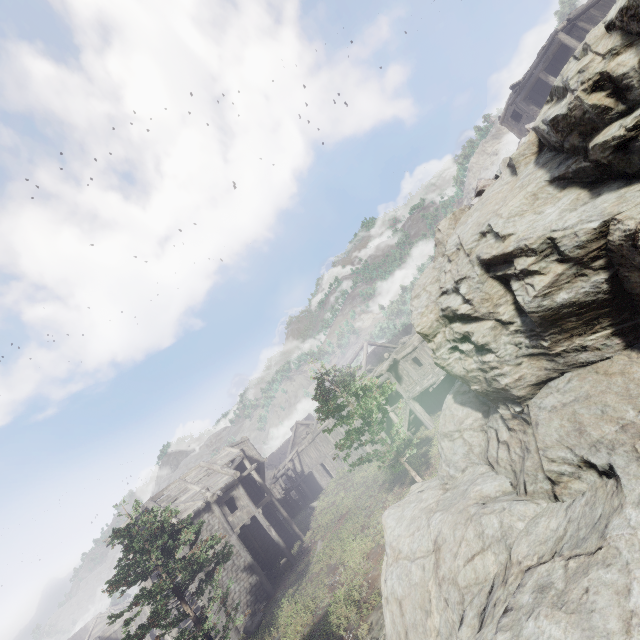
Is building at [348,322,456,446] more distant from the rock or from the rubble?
the rubble

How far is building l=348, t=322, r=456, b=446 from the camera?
23.2m

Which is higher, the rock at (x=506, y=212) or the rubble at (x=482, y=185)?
the rubble at (x=482, y=185)

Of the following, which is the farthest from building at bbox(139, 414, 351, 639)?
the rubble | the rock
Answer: the rubble

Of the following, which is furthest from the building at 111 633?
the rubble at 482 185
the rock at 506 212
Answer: the rubble at 482 185

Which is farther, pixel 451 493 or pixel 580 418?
pixel 451 493
